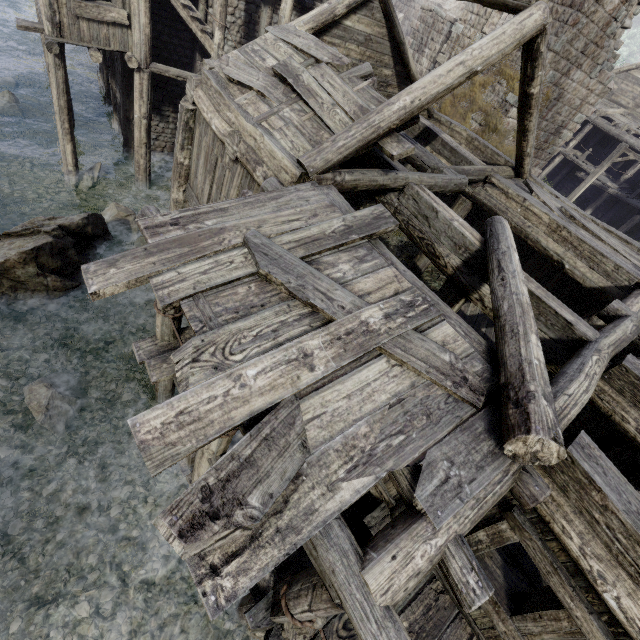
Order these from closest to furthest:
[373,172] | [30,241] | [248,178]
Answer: [373,172]
[248,178]
[30,241]

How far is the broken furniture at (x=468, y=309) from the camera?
10.84m

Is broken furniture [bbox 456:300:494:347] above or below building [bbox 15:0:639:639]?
below

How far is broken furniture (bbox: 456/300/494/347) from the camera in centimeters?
1084cm

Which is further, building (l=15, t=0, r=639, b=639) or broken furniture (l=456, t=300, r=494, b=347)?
broken furniture (l=456, t=300, r=494, b=347)

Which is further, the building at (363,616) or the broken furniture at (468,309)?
the broken furniture at (468,309)
